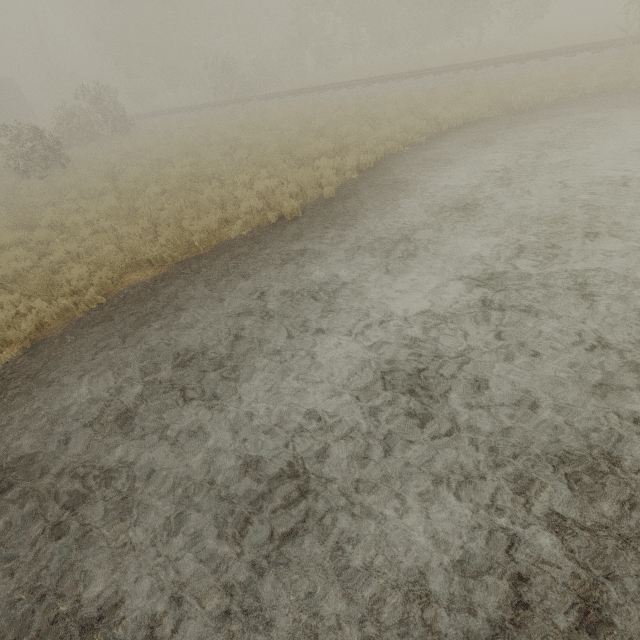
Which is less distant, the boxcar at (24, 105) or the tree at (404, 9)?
the tree at (404, 9)

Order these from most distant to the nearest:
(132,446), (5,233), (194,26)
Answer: (194,26) < (5,233) < (132,446)

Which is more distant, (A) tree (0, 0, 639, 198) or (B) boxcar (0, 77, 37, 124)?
(B) boxcar (0, 77, 37, 124)
